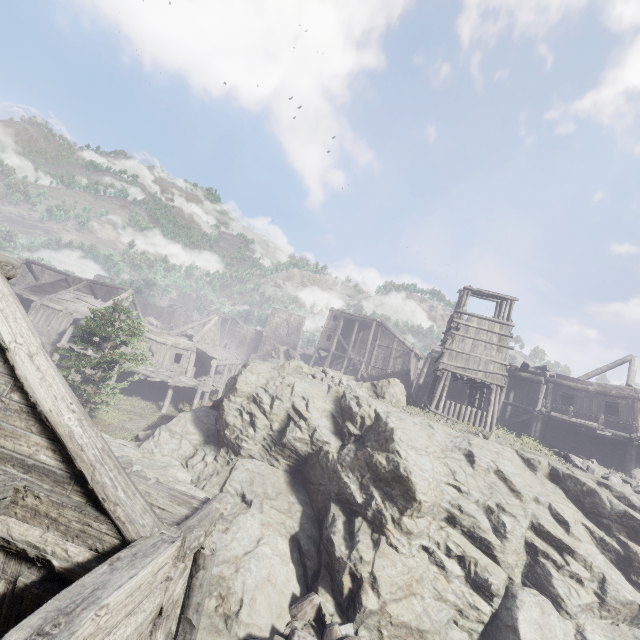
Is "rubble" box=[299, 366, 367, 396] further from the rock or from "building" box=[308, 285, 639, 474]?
"building" box=[308, 285, 639, 474]

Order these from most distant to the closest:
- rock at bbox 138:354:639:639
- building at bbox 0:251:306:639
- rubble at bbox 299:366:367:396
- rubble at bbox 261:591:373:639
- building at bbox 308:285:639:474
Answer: building at bbox 308:285:639:474
rubble at bbox 299:366:367:396
rock at bbox 138:354:639:639
rubble at bbox 261:591:373:639
building at bbox 0:251:306:639

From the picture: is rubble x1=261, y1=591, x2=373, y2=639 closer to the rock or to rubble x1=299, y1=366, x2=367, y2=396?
the rock

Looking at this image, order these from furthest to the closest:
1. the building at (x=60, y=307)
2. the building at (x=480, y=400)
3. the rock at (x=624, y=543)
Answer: the building at (x=480, y=400) < the rock at (x=624, y=543) < the building at (x=60, y=307)

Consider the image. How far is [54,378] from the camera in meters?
4.6

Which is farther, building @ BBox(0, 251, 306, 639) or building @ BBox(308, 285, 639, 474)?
building @ BBox(308, 285, 639, 474)

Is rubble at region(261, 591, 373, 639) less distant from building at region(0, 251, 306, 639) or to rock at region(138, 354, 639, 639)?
rock at region(138, 354, 639, 639)

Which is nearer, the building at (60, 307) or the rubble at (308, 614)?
the building at (60, 307)
